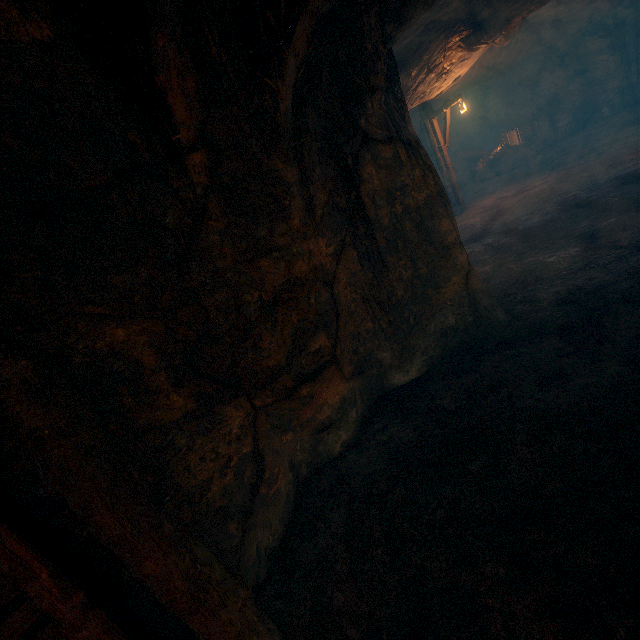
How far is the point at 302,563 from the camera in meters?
3.2 m

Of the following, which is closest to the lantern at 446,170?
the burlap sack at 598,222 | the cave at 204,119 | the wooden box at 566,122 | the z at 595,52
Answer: the burlap sack at 598,222

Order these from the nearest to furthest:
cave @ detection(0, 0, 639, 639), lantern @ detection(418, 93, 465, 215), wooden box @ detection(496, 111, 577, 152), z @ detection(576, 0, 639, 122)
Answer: cave @ detection(0, 0, 639, 639), lantern @ detection(418, 93, 465, 215), z @ detection(576, 0, 639, 122), wooden box @ detection(496, 111, 577, 152)

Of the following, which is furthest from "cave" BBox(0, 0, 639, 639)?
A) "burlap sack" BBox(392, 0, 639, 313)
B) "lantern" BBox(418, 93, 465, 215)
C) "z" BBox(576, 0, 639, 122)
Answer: "z" BBox(576, 0, 639, 122)

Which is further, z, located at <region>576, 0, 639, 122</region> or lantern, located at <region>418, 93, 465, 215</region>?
z, located at <region>576, 0, 639, 122</region>

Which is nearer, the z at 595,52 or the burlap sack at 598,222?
the burlap sack at 598,222

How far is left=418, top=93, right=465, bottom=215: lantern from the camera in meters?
12.5 m

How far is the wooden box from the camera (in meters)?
18.94
